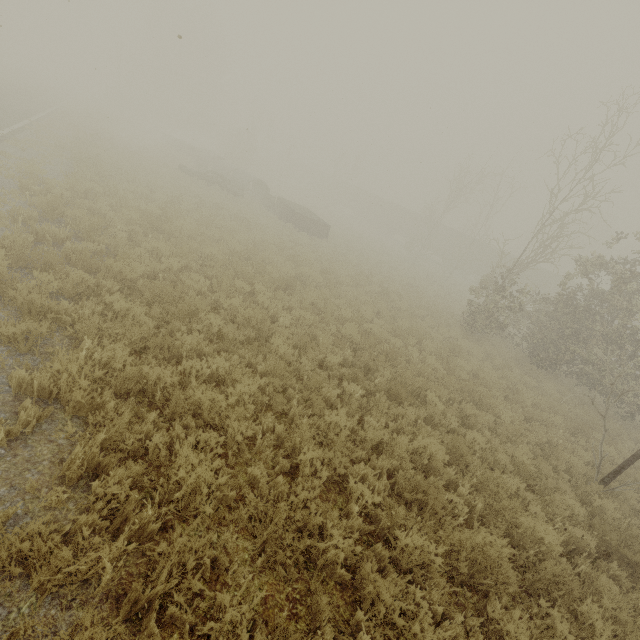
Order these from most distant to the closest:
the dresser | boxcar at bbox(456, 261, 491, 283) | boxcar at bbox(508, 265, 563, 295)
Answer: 1. boxcar at bbox(456, 261, 491, 283)
2. boxcar at bbox(508, 265, 563, 295)
3. the dresser

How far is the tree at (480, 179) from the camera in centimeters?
2756cm

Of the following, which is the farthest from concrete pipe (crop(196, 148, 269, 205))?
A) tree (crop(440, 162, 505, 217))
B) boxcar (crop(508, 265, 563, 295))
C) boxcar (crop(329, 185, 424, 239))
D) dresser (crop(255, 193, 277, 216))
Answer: boxcar (crop(508, 265, 563, 295))

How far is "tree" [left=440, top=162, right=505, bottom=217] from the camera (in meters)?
27.56

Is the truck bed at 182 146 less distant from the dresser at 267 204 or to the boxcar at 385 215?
the dresser at 267 204

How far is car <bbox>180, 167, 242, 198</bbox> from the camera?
21.6m

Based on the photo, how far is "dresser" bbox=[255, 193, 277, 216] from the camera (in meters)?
24.30

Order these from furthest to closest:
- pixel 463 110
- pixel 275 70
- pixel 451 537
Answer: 1. pixel 275 70
2. pixel 463 110
3. pixel 451 537
